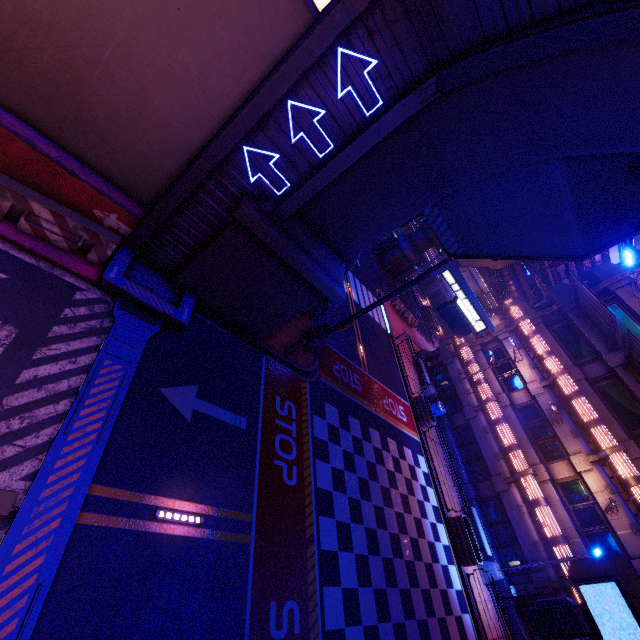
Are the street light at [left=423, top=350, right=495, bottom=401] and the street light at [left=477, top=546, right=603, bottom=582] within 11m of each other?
yes

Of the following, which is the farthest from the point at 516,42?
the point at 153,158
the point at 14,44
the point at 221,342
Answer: the point at 221,342

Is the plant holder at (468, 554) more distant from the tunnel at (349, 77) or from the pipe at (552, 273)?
the pipe at (552, 273)

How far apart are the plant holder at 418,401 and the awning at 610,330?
11.5 meters

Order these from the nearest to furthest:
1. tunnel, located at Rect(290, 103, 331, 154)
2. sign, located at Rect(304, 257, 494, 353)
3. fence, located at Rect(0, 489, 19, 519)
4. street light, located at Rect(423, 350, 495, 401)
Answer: fence, located at Rect(0, 489, 19, 519)
tunnel, located at Rect(290, 103, 331, 154)
sign, located at Rect(304, 257, 494, 353)
street light, located at Rect(423, 350, 495, 401)

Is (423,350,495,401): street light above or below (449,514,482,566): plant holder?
above

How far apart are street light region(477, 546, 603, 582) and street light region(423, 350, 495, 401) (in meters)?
9.93

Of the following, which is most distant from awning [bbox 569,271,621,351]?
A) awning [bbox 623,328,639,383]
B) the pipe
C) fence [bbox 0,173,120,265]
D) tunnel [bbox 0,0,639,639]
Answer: fence [bbox 0,173,120,265]
